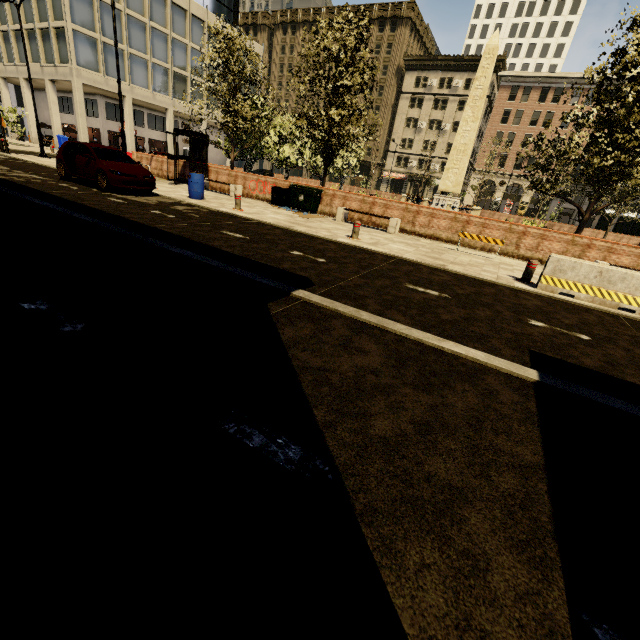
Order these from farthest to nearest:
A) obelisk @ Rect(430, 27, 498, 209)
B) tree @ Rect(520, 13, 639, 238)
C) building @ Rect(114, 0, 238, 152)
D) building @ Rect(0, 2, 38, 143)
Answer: building @ Rect(114, 0, 238, 152) < building @ Rect(0, 2, 38, 143) < obelisk @ Rect(430, 27, 498, 209) < tree @ Rect(520, 13, 639, 238)

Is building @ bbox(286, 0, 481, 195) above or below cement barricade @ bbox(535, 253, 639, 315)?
above

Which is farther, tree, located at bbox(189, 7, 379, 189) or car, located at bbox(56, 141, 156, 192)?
tree, located at bbox(189, 7, 379, 189)

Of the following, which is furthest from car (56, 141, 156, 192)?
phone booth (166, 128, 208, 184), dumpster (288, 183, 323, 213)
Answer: dumpster (288, 183, 323, 213)

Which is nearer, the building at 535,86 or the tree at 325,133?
the tree at 325,133

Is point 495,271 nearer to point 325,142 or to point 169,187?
point 325,142

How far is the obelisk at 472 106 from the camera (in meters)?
21.48

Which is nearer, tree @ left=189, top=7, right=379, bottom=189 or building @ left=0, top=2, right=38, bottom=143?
tree @ left=189, top=7, right=379, bottom=189
